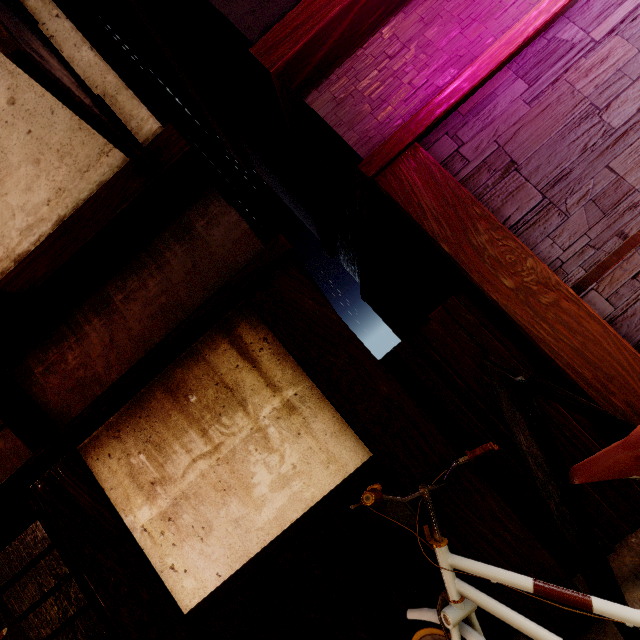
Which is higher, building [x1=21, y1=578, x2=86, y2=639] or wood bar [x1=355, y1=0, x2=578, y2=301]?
wood bar [x1=355, y1=0, x2=578, y2=301]

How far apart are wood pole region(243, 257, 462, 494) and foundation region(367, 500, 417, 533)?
0.0 meters

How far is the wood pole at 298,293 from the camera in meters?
3.7 m

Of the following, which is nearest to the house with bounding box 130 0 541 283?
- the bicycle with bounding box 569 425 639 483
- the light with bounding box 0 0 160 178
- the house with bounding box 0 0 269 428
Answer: the house with bounding box 0 0 269 428

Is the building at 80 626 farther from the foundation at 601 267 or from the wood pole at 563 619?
the foundation at 601 267

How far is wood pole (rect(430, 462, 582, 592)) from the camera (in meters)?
3.44

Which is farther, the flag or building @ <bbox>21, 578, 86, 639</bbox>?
building @ <bbox>21, 578, 86, 639</bbox>

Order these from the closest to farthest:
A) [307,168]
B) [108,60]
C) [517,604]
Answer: [517,604], [307,168], [108,60]
